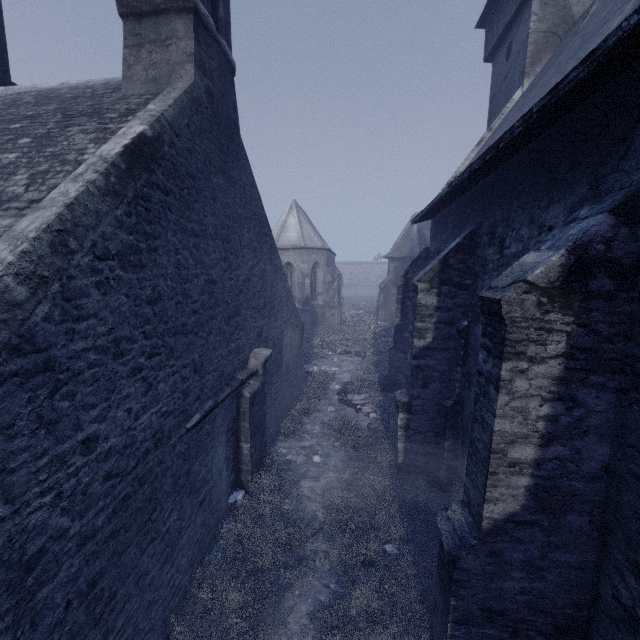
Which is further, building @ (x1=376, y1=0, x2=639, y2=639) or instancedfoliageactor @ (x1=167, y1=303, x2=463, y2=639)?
instancedfoliageactor @ (x1=167, y1=303, x2=463, y2=639)

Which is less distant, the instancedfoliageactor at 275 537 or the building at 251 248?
the building at 251 248

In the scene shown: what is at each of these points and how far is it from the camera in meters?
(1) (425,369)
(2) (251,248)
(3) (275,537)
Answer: (1) building, 7.6
(2) building, 7.9
(3) instancedfoliageactor, 6.1

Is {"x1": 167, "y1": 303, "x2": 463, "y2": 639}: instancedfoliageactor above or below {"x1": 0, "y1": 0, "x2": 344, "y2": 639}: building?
below
